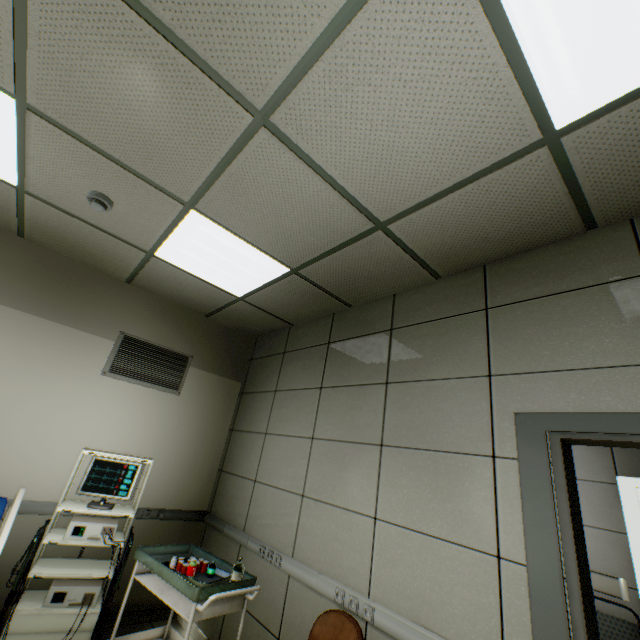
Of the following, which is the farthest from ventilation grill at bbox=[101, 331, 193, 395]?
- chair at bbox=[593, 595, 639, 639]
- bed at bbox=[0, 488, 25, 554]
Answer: chair at bbox=[593, 595, 639, 639]

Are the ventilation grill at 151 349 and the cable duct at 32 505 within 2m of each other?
yes

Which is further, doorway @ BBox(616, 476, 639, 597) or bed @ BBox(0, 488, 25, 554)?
doorway @ BBox(616, 476, 639, 597)

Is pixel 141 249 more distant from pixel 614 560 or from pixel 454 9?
pixel 614 560

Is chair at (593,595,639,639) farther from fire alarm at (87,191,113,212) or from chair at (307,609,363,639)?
fire alarm at (87,191,113,212)

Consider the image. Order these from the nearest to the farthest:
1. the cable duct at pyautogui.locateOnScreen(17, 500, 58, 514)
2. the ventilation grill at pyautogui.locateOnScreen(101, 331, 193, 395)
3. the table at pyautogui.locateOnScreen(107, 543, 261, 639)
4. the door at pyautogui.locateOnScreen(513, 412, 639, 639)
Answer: the door at pyautogui.locateOnScreen(513, 412, 639, 639) < the table at pyautogui.locateOnScreen(107, 543, 261, 639) < the cable duct at pyautogui.locateOnScreen(17, 500, 58, 514) < the ventilation grill at pyautogui.locateOnScreen(101, 331, 193, 395)

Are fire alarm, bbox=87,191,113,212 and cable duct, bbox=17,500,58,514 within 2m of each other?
no

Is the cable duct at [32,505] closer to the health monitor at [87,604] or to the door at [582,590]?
the health monitor at [87,604]
